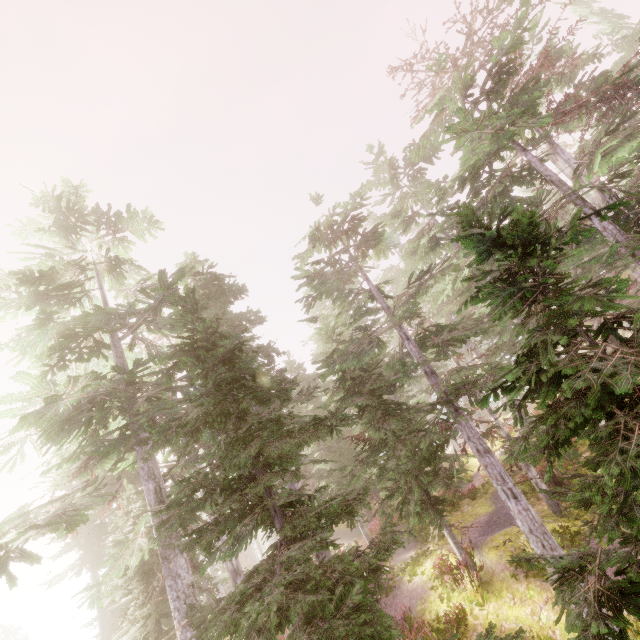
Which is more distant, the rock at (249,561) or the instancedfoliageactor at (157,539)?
the rock at (249,561)

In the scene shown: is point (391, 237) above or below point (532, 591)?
above

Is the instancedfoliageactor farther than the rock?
No

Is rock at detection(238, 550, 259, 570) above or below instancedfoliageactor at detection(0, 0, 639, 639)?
below

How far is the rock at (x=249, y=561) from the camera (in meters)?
41.03

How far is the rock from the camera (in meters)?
41.03
